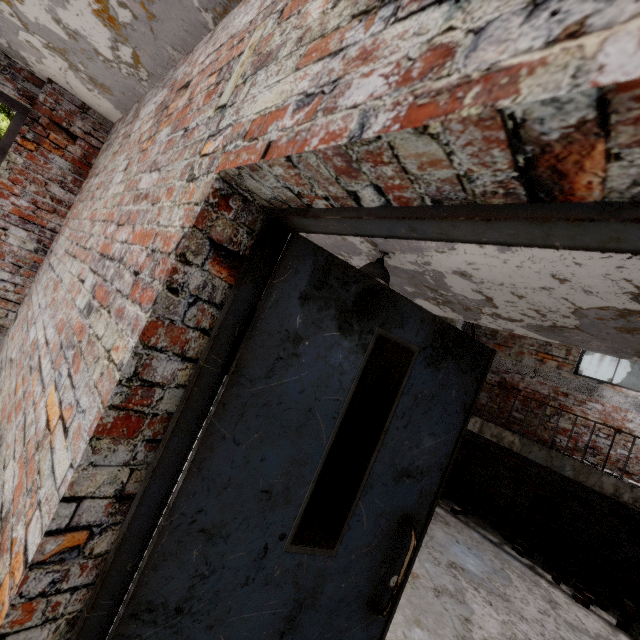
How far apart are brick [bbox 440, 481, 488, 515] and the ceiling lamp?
5.04m

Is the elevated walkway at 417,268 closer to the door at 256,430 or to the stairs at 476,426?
the stairs at 476,426

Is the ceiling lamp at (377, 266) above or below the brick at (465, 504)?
above

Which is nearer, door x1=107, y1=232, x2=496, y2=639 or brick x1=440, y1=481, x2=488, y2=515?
door x1=107, y1=232, x2=496, y2=639

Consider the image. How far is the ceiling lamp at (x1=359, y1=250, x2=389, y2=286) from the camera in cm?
369

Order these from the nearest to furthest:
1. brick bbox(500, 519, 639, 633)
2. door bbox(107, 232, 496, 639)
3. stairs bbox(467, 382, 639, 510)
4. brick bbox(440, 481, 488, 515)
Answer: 1. door bbox(107, 232, 496, 639)
2. brick bbox(500, 519, 639, 633)
3. stairs bbox(467, 382, 639, 510)
4. brick bbox(440, 481, 488, 515)

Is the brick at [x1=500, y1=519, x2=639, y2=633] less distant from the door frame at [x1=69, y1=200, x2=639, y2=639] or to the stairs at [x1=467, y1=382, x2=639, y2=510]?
the stairs at [x1=467, y1=382, x2=639, y2=510]

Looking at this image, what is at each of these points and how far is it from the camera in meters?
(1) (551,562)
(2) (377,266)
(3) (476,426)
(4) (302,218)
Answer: (1) brick, 5.3 m
(2) ceiling lamp, 3.7 m
(3) stairs, 6.9 m
(4) door frame, 1.0 m
